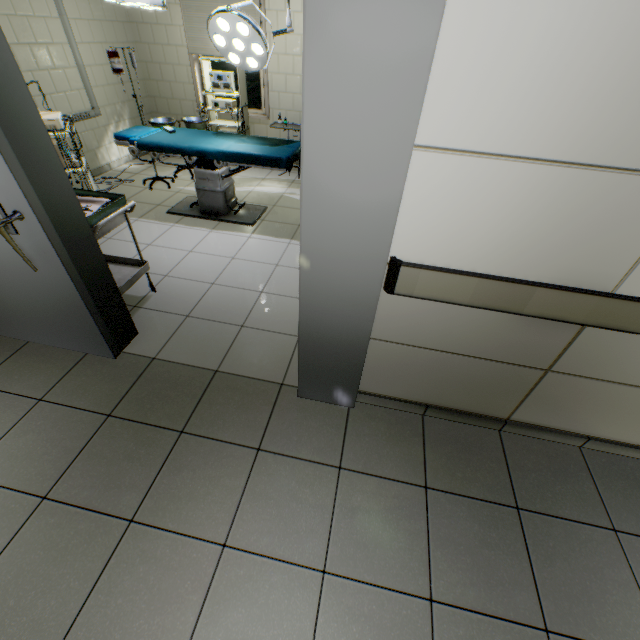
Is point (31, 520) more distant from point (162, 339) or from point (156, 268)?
point (156, 268)

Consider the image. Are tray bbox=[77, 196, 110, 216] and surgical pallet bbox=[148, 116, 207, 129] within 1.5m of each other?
no

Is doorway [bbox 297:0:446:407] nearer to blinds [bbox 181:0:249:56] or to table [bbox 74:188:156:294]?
table [bbox 74:188:156:294]

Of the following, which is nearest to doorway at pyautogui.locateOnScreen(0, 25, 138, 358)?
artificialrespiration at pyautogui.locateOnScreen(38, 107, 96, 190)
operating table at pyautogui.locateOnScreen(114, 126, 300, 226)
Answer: artificialrespiration at pyautogui.locateOnScreen(38, 107, 96, 190)

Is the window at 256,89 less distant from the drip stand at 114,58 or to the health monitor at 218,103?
the health monitor at 218,103

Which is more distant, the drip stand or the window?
the window

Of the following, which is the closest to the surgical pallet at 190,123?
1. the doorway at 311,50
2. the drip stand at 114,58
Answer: the drip stand at 114,58

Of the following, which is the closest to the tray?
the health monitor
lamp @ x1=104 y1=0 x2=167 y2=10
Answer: lamp @ x1=104 y1=0 x2=167 y2=10
